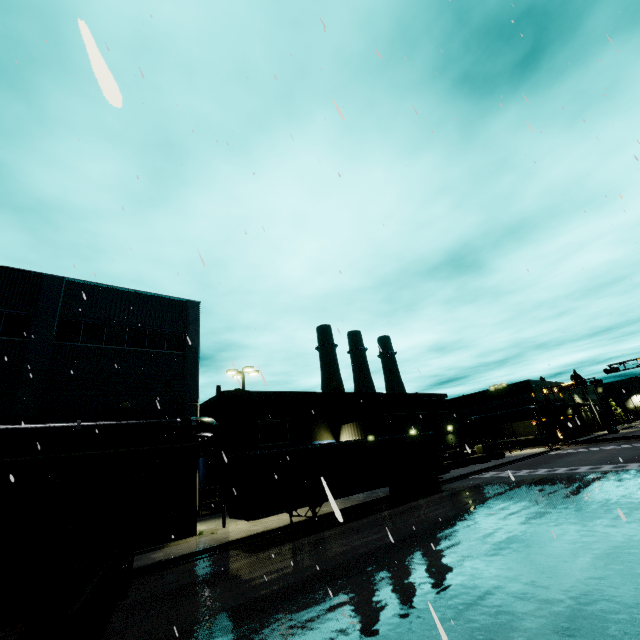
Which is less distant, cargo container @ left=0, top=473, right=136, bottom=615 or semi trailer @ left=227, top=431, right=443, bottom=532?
cargo container @ left=0, top=473, right=136, bottom=615

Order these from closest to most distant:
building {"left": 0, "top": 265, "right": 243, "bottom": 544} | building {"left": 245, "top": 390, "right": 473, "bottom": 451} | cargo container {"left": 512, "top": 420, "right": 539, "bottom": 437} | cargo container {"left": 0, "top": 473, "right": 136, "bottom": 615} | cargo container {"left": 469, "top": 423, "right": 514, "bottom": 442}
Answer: cargo container {"left": 0, "top": 473, "right": 136, "bottom": 615} < building {"left": 0, "top": 265, "right": 243, "bottom": 544} < building {"left": 245, "top": 390, "right": 473, "bottom": 451} < cargo container {"left": 512, "top": 420, "right": 539, "bottom": 437} < cargo container {"left": 469, "top": 423, "right": 514, "bottom": 442}

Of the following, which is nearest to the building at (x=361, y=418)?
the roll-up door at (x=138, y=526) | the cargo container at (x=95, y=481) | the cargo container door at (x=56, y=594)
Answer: the roll-up door at (x=138, y=526)

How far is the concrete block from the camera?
33.9 meters

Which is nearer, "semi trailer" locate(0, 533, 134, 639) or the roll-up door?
"semi trailer" locate(0, 533, 134, 639)

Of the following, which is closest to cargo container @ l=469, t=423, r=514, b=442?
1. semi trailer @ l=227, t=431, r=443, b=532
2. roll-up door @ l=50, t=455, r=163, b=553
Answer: semi trailer @ l=227, t=431, r=443, b=532

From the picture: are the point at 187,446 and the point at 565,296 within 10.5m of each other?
no

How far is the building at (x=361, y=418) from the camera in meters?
34.6
